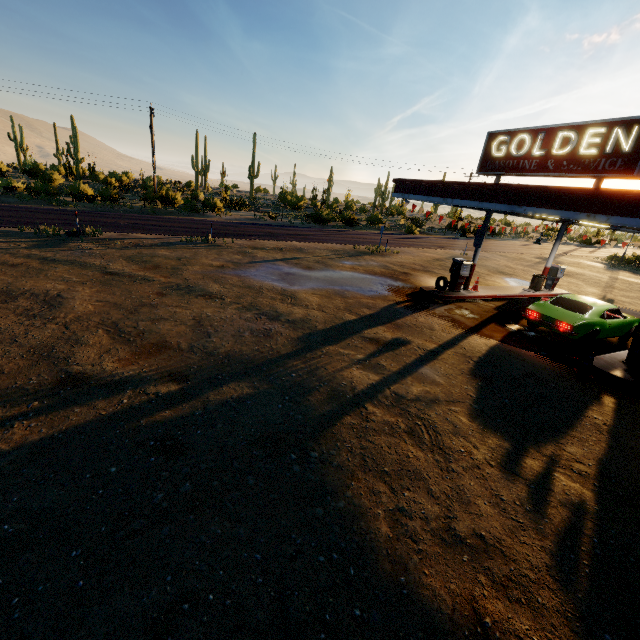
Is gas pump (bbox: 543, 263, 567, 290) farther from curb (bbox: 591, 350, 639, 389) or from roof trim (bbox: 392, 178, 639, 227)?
curb (bbox: 591, 350, 639, 389)

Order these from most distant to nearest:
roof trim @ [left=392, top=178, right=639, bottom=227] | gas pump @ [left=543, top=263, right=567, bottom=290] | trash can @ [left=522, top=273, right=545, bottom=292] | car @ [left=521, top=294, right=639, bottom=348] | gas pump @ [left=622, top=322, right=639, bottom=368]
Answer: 1. gas pump @ [left=543, top=263, right=567, bottom=290]
2. trash can @ [left=522, top=273, right=545, bottom=292]
3. car @ [left=521, top=294, right=639, bottom=348]
4. gas pump @ [left=622, top=322, right=639, bottom=368]
5. roof trim @ [left=392, top=178, right=639, bottom=227]

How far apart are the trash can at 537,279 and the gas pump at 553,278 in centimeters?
93cm

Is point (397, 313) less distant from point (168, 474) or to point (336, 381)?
point (336, 381)

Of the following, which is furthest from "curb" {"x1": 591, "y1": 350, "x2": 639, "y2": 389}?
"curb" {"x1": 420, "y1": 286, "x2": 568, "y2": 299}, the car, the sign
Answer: "curb" {"x1": 420, "y1": 286, "x2": 568, "y2": 299}

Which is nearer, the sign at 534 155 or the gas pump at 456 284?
the sign at 534 155

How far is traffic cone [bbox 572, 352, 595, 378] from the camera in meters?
9.0 m

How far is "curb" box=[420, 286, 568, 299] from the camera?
14.81m
